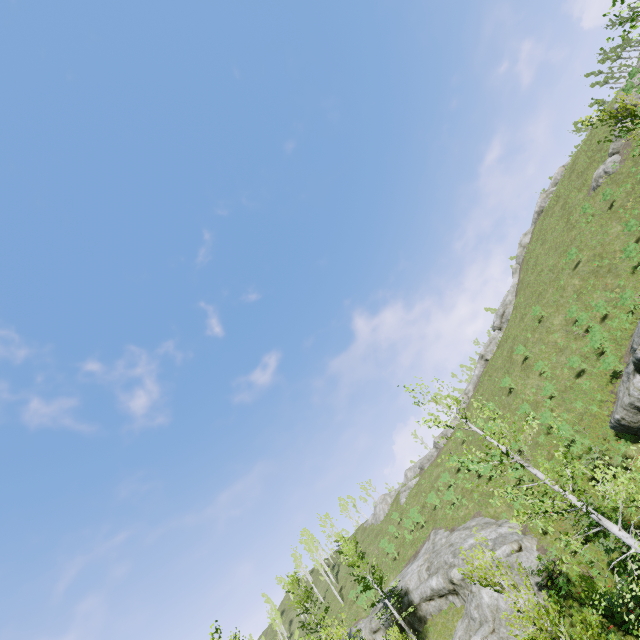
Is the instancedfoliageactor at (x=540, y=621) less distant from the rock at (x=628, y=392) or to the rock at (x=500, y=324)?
the rock at (x=628, y=392)

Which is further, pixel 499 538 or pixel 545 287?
pixel 545 287

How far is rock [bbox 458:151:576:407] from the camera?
49.2 meters

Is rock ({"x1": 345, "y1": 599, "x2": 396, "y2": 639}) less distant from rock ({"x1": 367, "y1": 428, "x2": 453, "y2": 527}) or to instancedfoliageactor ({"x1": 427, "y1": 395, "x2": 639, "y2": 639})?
instancedfoliageactor ({"x1": 427, "y1": 395, "x2": 639, "y2": 639})

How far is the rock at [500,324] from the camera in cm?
4922

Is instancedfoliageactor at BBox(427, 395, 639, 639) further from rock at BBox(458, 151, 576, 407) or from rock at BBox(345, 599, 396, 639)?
rock at BBox(458, 151, 576, 407)

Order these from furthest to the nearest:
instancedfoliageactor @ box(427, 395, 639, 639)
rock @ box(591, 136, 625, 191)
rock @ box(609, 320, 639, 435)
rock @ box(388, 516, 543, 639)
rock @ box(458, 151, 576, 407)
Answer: rock @ box(458, 151, 576, 407) → rock @ box(591, 136, 625, 191) → rock @ box(388, 516, 543, 639) → rock @ box(609, 320, 639, 435) → instancedfoliageactor @ box(427, 395, 639, 639)

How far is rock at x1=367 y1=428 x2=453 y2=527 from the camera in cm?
4969
